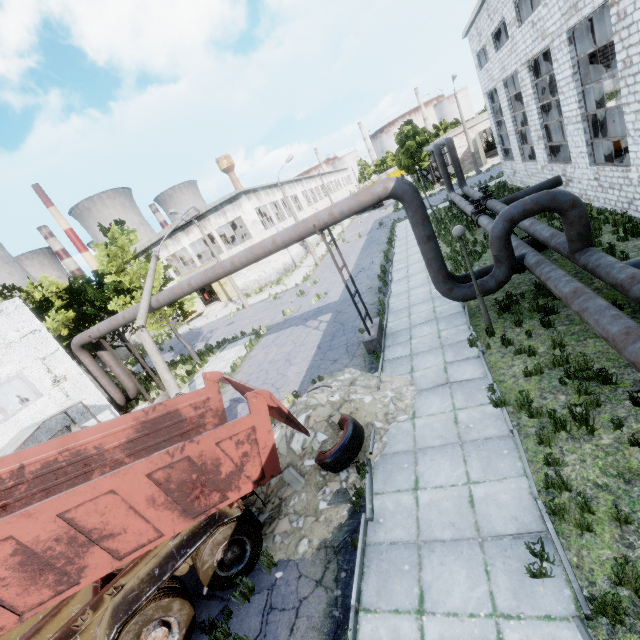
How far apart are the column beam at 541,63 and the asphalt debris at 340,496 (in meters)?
20.61

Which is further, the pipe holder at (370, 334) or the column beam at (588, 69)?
the column beam at (588, 69)

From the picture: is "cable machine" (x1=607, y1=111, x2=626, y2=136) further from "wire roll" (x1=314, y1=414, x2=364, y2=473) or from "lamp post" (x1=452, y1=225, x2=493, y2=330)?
"wire roll" (x1=314, y1=414, x2=364, y2=473)

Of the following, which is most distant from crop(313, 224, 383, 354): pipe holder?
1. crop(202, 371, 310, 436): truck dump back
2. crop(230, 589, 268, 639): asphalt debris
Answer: crop(230, 589, 268, 639): asphalt debris

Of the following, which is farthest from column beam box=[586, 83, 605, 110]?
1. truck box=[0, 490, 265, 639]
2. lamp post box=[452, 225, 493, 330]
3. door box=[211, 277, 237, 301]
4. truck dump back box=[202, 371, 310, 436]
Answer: door box=[211, 277, 237, 301]

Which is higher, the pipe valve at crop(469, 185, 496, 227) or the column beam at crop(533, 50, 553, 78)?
the column beam at crop(533, 50, 553, 78)

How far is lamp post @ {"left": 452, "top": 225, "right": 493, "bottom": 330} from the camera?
8.61m

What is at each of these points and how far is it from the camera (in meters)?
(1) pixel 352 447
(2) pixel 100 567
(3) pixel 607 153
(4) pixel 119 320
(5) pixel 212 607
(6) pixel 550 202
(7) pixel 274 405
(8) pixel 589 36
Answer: (1) wire roll, 7.34
(2) truck dump body, 4.80
(3) column beam, 13.82
(4) pipe, 14.25
(5) asphalt debris, 6.17
(6) pipe, 8.66
(7) truck dump back, 6.57
(8) column beam, 12.39
